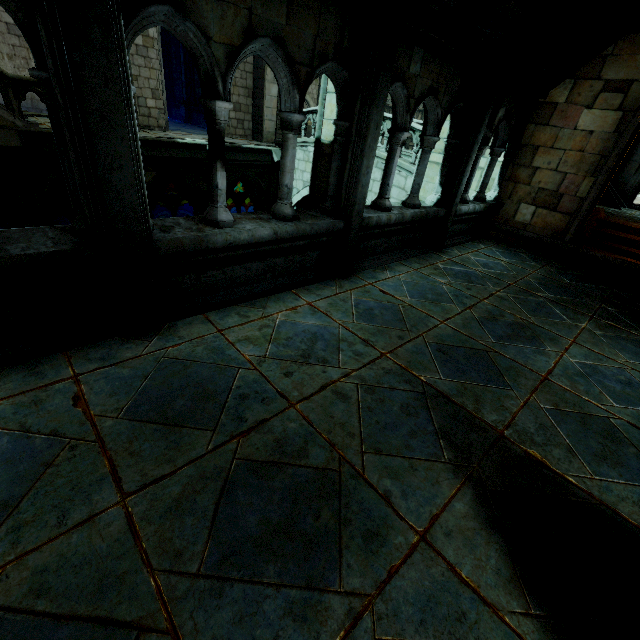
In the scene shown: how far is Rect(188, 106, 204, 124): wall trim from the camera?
19.6 meters

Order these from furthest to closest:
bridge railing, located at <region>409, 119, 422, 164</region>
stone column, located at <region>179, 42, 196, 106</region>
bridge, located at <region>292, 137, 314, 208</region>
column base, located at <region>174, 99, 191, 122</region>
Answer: column base, located at <region>174, 99, 191, 122</region> < stone column, located at <region>179, 42, 196, 106</region> < bridge, located at <region>292, 137, 314, 208</region> < bridge railing, located at <region>409, 119, 422, 164</region>

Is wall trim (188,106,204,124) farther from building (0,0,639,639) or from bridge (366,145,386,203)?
bridge (366,145,386,203)

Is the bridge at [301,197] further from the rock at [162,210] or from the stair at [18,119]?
the rock at [162,210]

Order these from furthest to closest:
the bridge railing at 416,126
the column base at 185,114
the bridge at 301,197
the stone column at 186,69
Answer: the column base at 185,114 < the stone column at 186,69 < the bridge at 301,197 < the bridge railing at 416,126

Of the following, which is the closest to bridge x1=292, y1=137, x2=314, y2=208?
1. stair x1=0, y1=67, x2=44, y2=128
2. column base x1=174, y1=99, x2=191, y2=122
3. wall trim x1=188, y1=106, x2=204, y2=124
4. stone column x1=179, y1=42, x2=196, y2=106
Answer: stone column x1=179, y1=42, x2=196, y2=106

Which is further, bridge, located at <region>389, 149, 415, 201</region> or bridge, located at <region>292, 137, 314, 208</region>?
bridge, located at <region>292, 137, 314, 208</region>

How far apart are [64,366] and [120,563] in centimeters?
191cm
